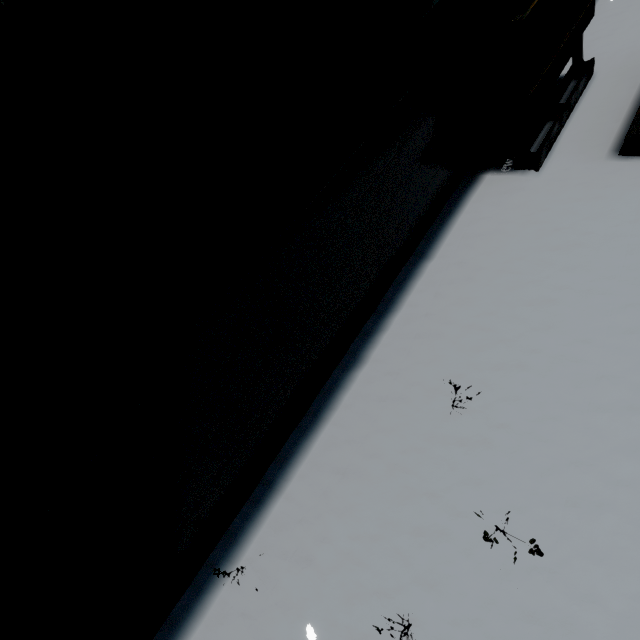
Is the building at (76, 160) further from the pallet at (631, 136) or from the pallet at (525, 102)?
the pallet at (631, 136)

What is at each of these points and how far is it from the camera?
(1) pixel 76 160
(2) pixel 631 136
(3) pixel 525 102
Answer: (1) building, 1.0m
(2) pallet, 3.0m
(3) pallet, 3.0m

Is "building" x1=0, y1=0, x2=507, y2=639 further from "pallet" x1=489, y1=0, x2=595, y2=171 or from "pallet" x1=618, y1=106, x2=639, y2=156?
"pallet" x1=618, y1=106, x2=639, y2=156

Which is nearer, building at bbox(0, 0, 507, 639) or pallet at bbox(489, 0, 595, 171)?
building at bbox(0, 0, 507, 639)

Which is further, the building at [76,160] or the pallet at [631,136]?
the pallet at [631,136]

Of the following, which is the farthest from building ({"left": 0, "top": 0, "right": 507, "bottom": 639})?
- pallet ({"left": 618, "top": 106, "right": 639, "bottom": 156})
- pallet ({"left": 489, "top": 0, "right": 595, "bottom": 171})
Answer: pallet ({"left": 618, "top": 106, "right": 639, "bottom": 156})
